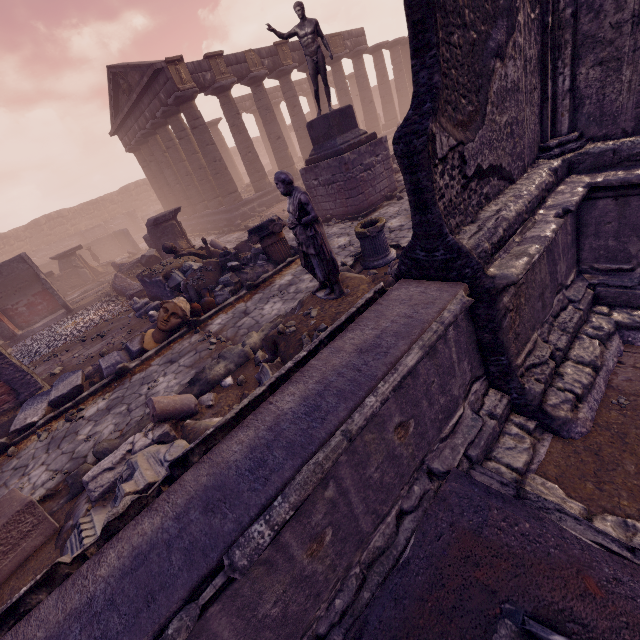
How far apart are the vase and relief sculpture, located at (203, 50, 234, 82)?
13.4m

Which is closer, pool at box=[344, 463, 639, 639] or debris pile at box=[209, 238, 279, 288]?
pool at box=[344, 463, 639, 639]

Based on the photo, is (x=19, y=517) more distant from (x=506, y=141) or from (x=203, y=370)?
(x=506, y=141)

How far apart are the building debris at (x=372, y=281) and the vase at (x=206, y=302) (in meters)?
3.80

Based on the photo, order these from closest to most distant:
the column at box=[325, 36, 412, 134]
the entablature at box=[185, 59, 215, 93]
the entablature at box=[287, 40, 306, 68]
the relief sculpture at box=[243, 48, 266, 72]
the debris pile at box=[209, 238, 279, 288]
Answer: the debris pile at box=[209, 238, 279, 288] → the entablature at box=[185, 59, 215, 93] → the relief sculpture at box=[243, 48, 266, 72] → the entablature at box=[287, 40, 306, 68] → the column at box=[325, 36, 412, 134]

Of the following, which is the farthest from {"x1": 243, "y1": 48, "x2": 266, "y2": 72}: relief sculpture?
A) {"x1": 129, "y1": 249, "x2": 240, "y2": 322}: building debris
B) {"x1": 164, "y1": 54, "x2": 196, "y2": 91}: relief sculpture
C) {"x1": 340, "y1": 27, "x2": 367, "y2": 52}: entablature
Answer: {"x1": 129, "y1": 249, "x2": 240, "y2": 322}: building debris

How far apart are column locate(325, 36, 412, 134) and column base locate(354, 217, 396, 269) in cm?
2259

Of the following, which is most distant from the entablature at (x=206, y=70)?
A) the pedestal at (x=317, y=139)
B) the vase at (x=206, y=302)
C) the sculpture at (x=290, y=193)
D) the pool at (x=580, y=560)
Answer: the pool at (x=580, y=560)
